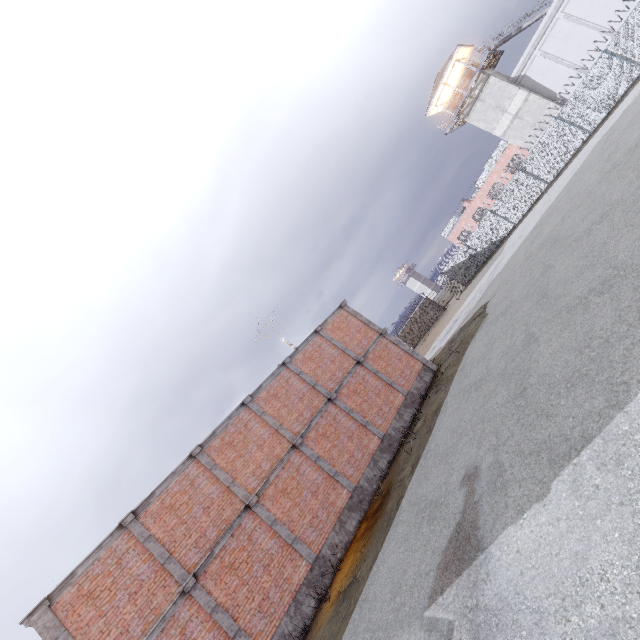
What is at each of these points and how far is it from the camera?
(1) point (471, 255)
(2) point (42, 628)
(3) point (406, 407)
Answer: (1) fence, 33.28m
(2) trim, 9.28m
(3) foundation, 17.11m

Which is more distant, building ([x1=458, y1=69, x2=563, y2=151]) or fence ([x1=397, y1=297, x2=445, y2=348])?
fence ([x1=397, y1=297, x2=445, y2=348])

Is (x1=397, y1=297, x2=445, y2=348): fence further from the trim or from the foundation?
the foundation

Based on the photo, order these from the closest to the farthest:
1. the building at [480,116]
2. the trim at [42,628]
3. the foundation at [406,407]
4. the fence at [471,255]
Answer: the trim at [42,628] < the foundation at [406,407] < the fence at [471,255] < the building at [480,116]

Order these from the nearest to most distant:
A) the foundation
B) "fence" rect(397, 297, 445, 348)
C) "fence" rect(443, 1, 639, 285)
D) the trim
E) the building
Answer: the trim
the foundation
"fence" rect(443, 1, 639, 285)
the building
"fence" rect(397, 297, 445, 348)

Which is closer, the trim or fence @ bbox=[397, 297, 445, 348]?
the trim

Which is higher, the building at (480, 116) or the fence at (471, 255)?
the building at (480, 116)

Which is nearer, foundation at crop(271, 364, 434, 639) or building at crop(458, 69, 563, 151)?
foundation at crop(271, 364, 434, 639)
